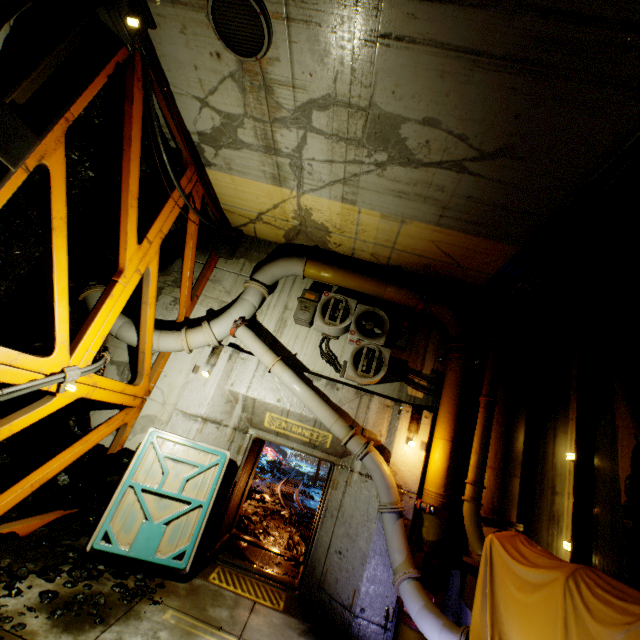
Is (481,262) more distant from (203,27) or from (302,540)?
(302,540)

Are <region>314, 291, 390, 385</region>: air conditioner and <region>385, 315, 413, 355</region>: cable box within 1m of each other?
yes

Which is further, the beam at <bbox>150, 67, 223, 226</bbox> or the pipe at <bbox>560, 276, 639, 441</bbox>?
the beam at <bbox>150, 67, 223, 226</bbox>

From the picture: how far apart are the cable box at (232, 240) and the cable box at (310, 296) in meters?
2.2 m

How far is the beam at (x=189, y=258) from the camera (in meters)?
7.07

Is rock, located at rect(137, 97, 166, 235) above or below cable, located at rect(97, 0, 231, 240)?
below

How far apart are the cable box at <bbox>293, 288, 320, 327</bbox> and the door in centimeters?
313cm

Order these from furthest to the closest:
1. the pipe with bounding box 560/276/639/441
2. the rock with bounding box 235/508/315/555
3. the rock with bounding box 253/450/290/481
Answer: the rock with bounding box 253/450/290/481, the rock with bounding box 235/508/315/555, the pipe with bounding box 560/276/639/441
